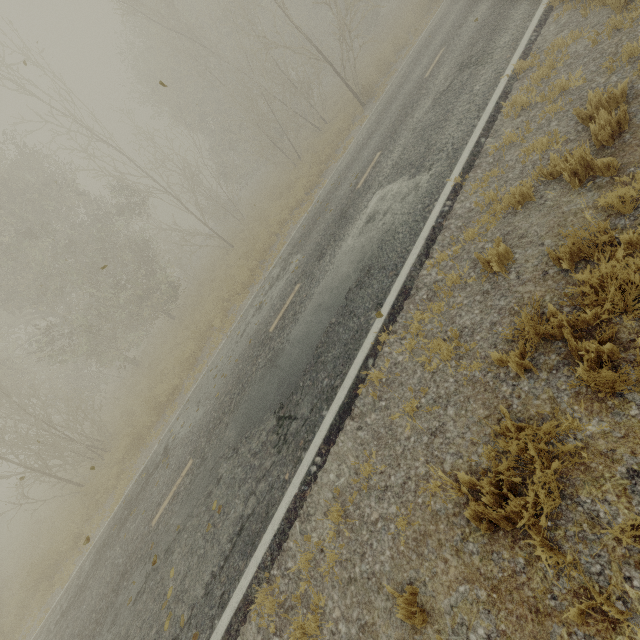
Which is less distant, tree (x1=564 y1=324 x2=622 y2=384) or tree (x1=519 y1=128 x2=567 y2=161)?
tree (x1=564 y1=324 x2=622 y2=384)

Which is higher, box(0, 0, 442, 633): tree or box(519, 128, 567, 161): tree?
box(0, 0, 442, 633): tree

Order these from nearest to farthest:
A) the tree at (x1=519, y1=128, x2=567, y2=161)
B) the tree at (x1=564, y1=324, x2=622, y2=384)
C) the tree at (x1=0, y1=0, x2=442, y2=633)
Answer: → the tree at (x1=564, y1=324, x2=622, y2=384) < the tree at (x1=519, y1=128, x2=567, y2=161) < the tree at (x1=0, y1=0, x2=442, y2=633)

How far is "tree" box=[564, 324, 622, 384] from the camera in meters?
2.7

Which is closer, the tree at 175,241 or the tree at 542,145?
the tree at 542,145

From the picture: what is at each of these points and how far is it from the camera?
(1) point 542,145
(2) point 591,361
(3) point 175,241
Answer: (1) tree, 4.96m
(2) tree, 2.81m
(3) tree, 31.12m
